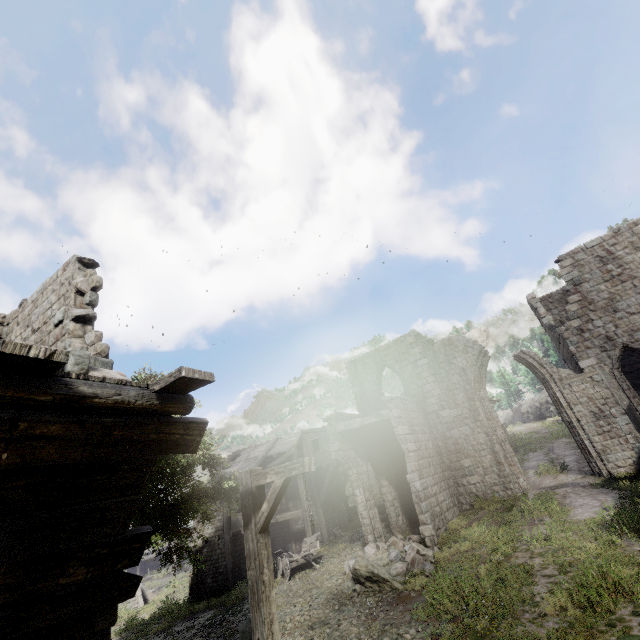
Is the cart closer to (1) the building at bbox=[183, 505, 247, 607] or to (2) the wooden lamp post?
(1) the building at bbox=[183, 505, 247, 607]

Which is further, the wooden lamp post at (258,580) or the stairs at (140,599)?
the stairs at (140,599)

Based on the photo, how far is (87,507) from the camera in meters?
3.6

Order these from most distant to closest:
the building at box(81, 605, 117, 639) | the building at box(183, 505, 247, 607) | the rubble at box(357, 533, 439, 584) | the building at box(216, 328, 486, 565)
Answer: the building at box(183, 505, 247, 607), the building at box(216, 328, 486, 565), the rubble at box(357, 533, 439, 584), the building at box(81, 605, 117, 639)

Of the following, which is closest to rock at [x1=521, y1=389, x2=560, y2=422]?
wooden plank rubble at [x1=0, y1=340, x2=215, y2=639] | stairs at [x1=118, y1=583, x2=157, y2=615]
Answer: stairs at [x1=118, y1=583, x2=157, y2=615]

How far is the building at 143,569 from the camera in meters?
43.4 m

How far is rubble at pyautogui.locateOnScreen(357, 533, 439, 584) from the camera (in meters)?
11.68

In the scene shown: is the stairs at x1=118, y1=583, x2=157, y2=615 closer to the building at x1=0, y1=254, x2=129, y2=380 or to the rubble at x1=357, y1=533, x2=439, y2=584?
the building at x1=0, y1=254, x2=129, y2=380
